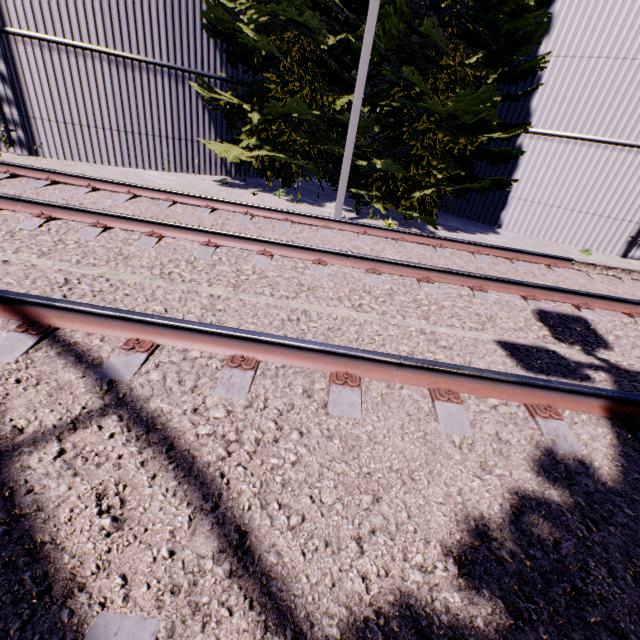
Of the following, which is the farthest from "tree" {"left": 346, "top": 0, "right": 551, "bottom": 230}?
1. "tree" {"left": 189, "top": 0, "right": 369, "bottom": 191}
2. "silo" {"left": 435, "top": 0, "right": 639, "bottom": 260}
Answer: "silo" {"left": 435, "top": 0, "right": 639, "bottom": 260}

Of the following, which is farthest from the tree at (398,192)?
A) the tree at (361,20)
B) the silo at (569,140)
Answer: the silo at (569,140)

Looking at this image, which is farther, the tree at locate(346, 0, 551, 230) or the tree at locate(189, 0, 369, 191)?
the tree at locate(189, 0, 369, 191)

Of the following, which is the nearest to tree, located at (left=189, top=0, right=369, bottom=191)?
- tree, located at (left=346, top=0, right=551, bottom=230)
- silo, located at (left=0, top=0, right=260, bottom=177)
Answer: silo, located at (left=0, top=0, right=260, bottom=177)

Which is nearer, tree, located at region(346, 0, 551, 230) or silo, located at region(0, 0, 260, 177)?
tree, located at region(346, 0, 551, 230)

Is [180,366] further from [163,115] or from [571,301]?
[163,115]

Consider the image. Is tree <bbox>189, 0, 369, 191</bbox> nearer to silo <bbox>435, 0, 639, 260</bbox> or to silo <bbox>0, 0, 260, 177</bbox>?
silo <bbox>0, 0, 260, 177</bbox>

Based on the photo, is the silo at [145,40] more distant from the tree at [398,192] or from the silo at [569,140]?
the silo at [569,140]
